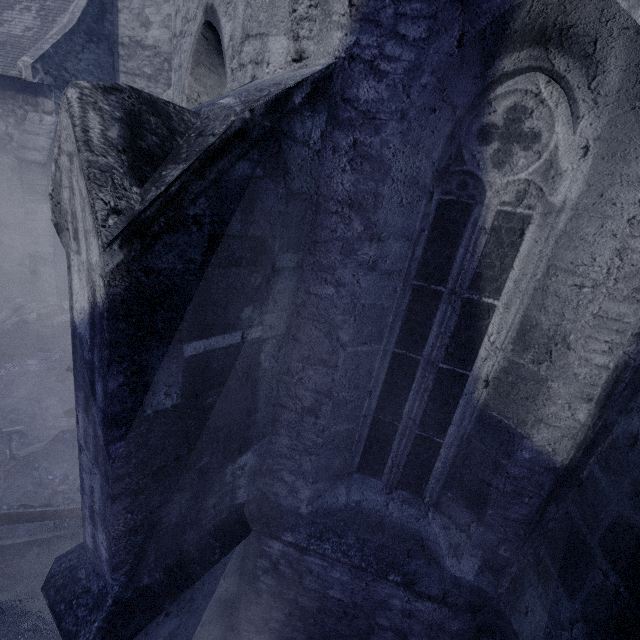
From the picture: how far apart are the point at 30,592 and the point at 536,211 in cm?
640

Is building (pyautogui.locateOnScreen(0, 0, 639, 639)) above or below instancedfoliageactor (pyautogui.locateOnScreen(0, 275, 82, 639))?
above

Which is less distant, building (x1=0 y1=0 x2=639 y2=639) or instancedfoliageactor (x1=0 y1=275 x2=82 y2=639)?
building (x1=0 y1=0 x2=639 y2=639)

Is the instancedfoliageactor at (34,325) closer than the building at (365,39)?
No

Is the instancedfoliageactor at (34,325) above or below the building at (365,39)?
below
